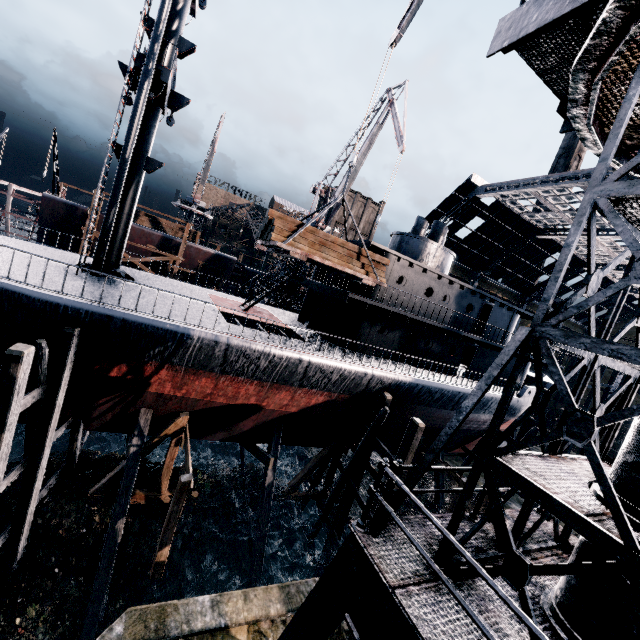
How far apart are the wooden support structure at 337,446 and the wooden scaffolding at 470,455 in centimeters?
1156cm

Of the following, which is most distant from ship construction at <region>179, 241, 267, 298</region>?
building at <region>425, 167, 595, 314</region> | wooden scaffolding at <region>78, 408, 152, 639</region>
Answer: wooden scaffolding at <region>78, 408, 152, 639</region>

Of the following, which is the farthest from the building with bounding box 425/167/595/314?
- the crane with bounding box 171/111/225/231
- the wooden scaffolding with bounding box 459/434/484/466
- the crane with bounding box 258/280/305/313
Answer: the crane with bounding box 171/111/225/231

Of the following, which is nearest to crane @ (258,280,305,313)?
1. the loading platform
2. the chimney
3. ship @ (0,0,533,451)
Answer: ship @ (0,0,533,451)

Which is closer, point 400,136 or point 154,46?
point 154,46

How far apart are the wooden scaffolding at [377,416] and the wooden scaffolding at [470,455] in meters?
13.2 m

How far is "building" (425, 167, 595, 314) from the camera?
29.88m

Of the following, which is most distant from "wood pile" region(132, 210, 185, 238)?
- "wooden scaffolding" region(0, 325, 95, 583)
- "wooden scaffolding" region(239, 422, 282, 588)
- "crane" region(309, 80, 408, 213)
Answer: "wooden scaffolding" region(0, 325, 95, 583)
